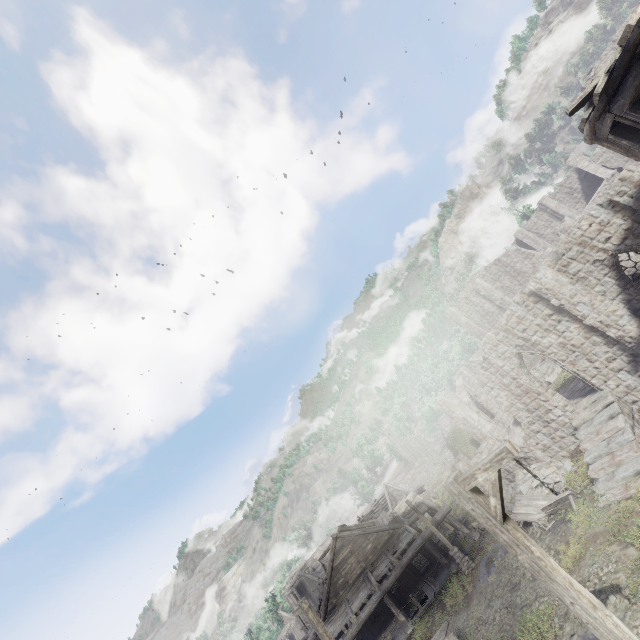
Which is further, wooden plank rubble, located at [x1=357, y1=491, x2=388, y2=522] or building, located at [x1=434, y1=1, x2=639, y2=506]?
wooden plank rubble, located at [x1=357, y1=491, x2=388, y2=522]

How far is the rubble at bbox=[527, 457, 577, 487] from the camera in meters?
17.3

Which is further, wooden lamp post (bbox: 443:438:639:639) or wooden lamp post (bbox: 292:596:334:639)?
wooden lamp post (bbox: 292:596:334:639)

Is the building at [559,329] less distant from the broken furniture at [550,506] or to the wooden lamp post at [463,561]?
the wooden lamp post at [463,561]

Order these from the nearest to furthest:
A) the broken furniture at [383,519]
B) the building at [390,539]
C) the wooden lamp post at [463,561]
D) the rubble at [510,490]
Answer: the rubble at [510,490] < the wooden lamp post at [463,561] < the building at [390,539] < the broken furniture at [383,519]

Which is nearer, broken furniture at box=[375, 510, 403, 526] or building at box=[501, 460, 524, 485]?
building at box=[501, 460, 524, 485]

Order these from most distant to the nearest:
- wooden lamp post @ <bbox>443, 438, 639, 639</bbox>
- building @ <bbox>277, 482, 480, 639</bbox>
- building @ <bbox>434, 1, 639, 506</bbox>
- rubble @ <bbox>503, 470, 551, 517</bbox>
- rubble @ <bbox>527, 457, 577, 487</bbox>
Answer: building @ <bbox>277, 482, 480, 639</bbox>, rubble @ <bbox>503, 470, 551, 517</bbox>, rubble @ <bbox>527, 457, 577, 487</bbox>, building @ <bbox>434, 1, 639, 506</bbox>, wooden lamp post @ <bbox>443, 438, 639, 639</bbox>

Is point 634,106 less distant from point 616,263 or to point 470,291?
point 616,263
